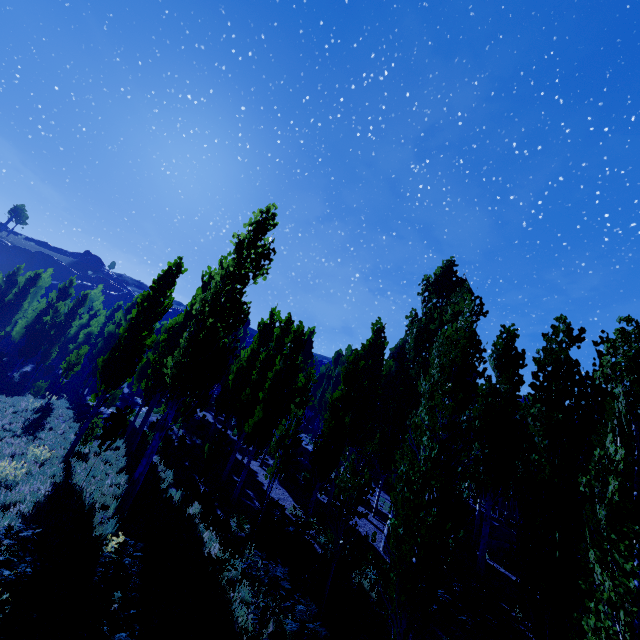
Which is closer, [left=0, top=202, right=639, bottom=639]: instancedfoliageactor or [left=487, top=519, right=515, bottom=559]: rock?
[left=0, top=202, right=639, bottom=639]: instancedfoliageactor

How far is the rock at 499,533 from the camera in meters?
19.3

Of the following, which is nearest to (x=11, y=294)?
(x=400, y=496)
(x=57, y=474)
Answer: (x=57, y=474)

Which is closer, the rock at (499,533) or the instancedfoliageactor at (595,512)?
the instancedfoliageactor at (595,512)

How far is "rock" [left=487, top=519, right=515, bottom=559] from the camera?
19.3 meters
